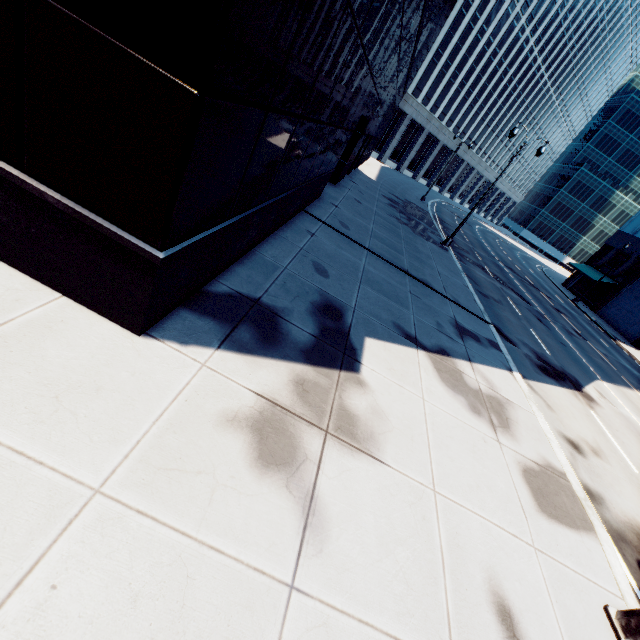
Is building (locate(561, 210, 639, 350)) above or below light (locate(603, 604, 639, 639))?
above

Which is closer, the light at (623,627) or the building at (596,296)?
the light at (623,627)

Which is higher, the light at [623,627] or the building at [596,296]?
Answer: the building at [596,296]

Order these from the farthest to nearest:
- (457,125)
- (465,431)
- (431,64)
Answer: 1. (457,125)
2. (431,64)
3. (465,431)

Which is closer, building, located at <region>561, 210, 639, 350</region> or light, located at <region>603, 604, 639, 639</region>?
light, located at <region>603, 604, 639, 639</region>
